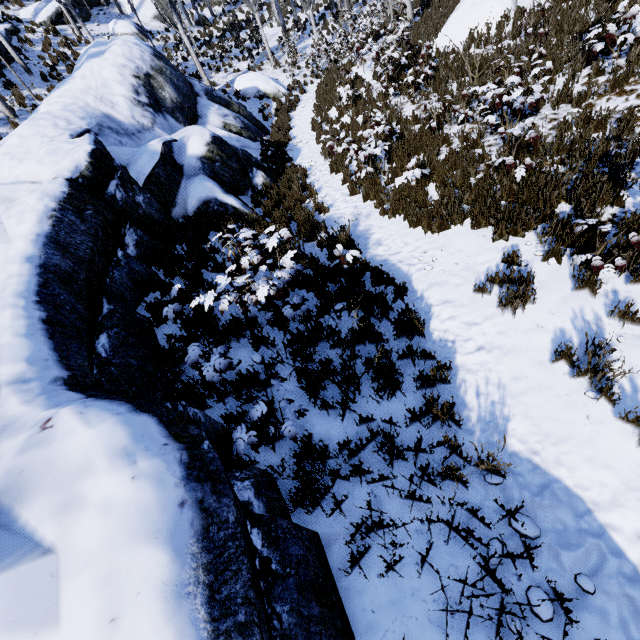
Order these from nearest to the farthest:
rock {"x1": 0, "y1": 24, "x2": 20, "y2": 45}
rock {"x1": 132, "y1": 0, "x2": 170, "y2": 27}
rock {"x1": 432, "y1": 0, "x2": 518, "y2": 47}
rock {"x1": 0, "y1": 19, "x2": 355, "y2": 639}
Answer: →
rock {"x1": 0, "y1": 19, "x2": 355, "y2": 639}
rock {"x1": 432, "y1": 0, "x2": 518, "y2": 47}
rock {"x1": 0, "y1": 24, "x2": 20, "y2": 45}
rock {"x1": 132, "y1": 0, "x2": 170, "y2": 27}

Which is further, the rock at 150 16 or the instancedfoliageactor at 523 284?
the rock at 150 16

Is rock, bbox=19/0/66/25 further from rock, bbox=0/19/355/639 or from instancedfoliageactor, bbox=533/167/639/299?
rock, bbox=0/19/355/639

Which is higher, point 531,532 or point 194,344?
point 194,344

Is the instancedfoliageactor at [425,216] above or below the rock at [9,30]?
below

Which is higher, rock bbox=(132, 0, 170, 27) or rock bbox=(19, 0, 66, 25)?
rock bbox=(19, 0, 66, 25)

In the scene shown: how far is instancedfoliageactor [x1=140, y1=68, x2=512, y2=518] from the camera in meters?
3.6
